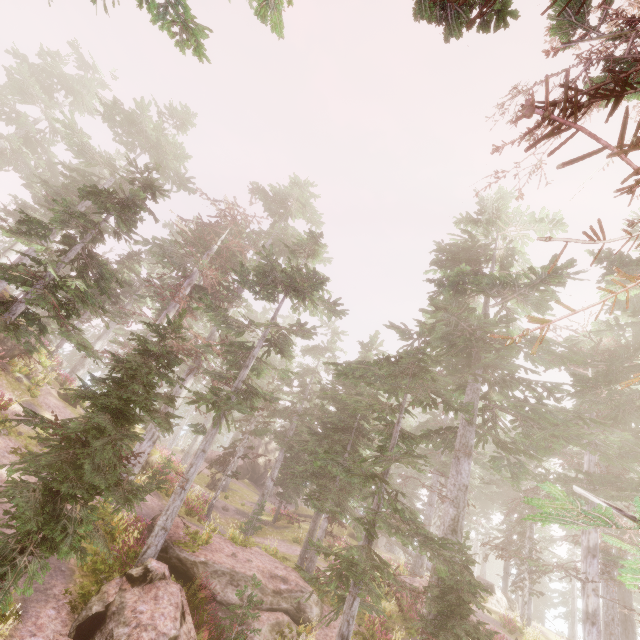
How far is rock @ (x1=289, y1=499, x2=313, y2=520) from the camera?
35.7m

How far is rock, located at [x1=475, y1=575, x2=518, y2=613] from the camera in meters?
25.1

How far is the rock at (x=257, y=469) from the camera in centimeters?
4066cm

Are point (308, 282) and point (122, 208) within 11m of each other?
yes

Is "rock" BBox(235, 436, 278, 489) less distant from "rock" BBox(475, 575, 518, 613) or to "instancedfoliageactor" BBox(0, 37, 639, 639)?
"instancedfoliageactor" BBox(0, 37, 639, 639)

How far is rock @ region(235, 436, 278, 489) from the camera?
40.66m

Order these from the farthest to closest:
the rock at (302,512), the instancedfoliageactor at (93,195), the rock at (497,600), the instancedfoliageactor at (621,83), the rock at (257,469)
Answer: the rock at (257,469) → the rock at (302,512) → the rock at (497,600) → the instancedfoliageactor at (93,195) → the instancedfoliageactor at (621,83)

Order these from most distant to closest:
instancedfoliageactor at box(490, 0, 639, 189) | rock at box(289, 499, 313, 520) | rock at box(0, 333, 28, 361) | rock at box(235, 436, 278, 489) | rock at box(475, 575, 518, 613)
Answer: rock at box(235, 436, 278, 489), rock at box(289, 499, 313, 520), rock at box(475, 575, 518, 613), rock at box(0, 333, 28, 361), instancedfoliageactor at box(490, 0, 639, 189)
